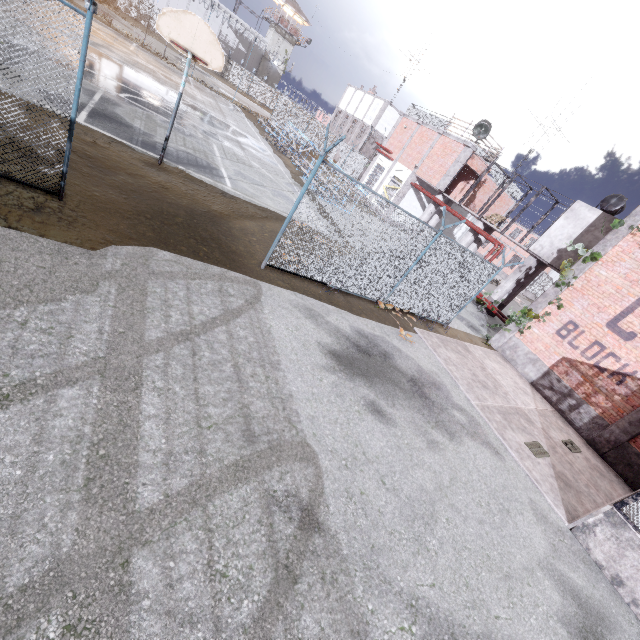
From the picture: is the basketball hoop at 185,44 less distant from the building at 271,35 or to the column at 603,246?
the column at 603,246

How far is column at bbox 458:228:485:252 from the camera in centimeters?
2069cm

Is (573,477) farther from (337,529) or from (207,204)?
(207,204)

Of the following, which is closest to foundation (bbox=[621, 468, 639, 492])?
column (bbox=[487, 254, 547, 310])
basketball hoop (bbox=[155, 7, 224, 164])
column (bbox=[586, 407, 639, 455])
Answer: column (bbox=[586, 407, 639, 455])

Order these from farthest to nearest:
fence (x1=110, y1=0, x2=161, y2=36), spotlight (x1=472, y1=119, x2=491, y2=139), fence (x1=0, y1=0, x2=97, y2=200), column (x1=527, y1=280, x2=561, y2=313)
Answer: fence (x1=110, y1=0, x2=161, y2=36), spotlight (x1=472, y1=119, x2=491, y2=139), column (x1=527, y1=280, x2=561, y2=313), fence (x1=0, y1=0, x2=97, y2=200)

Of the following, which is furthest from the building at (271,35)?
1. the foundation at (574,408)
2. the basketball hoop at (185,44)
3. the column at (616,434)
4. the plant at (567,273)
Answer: the column at (616,434)

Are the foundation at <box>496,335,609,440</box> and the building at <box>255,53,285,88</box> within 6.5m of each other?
no

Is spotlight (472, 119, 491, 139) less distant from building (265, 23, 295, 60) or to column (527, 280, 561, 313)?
column (527, 280, 561, 313)
